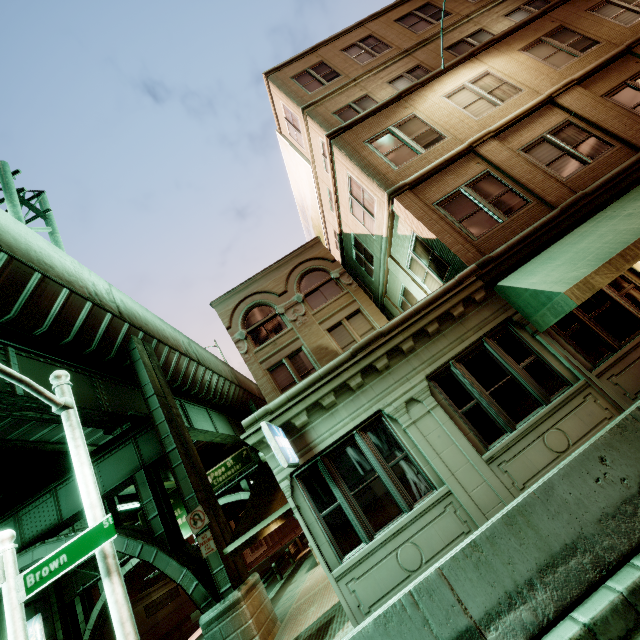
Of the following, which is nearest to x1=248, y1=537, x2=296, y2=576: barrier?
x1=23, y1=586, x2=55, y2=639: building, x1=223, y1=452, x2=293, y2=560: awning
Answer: x1=23, y1=586, x2=55, y2=639: building

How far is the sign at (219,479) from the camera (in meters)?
26.09

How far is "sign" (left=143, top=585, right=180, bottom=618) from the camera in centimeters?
3186cm

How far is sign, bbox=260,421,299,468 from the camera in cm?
626

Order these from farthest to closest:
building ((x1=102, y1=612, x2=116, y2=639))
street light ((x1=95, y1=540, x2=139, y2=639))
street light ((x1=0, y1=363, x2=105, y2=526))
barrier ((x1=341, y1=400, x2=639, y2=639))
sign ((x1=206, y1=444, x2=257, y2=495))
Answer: building ((x1=102, y1=612, x2=116, y2=639)) < sign ((x1=206, y1=444, x2=257, y2=495)) < street light ((x1=0, y1=363, x2=105, y2=526)) < street light ((x1=95, y1=540, x2=139, y2=639)) < barrier ((x1=341, y1=400, x2=639, y2=639))

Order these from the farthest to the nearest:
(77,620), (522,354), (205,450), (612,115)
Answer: (205,450), (77,620), (612,115), (522,354)

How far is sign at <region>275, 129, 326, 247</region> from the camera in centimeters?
1742cm

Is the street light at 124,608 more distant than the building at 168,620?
No
